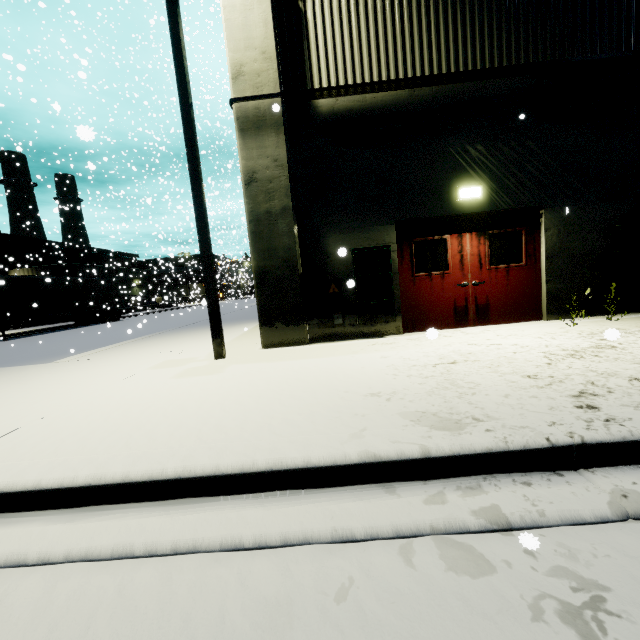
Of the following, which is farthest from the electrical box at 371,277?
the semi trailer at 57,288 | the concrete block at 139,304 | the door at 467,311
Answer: the concrete block at 139,304

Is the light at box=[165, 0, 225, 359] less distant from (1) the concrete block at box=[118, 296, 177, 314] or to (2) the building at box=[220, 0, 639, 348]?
(2) the building at box=[220, 0, 639, 348]

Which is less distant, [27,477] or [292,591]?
[292,591]

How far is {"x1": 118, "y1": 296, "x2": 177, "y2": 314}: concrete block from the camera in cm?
3126

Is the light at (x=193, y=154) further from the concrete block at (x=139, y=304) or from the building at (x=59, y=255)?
the concrete block at (x=139, y=304)

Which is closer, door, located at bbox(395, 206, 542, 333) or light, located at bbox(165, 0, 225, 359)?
light, located at bbox(165, 0, 225, 359)

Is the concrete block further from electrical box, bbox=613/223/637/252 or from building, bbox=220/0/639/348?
electrical box, bbox=613/223/637/252

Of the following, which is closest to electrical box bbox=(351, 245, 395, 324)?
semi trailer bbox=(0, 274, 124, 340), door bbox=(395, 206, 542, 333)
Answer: door bbox=(395, 206, 542, 333)
